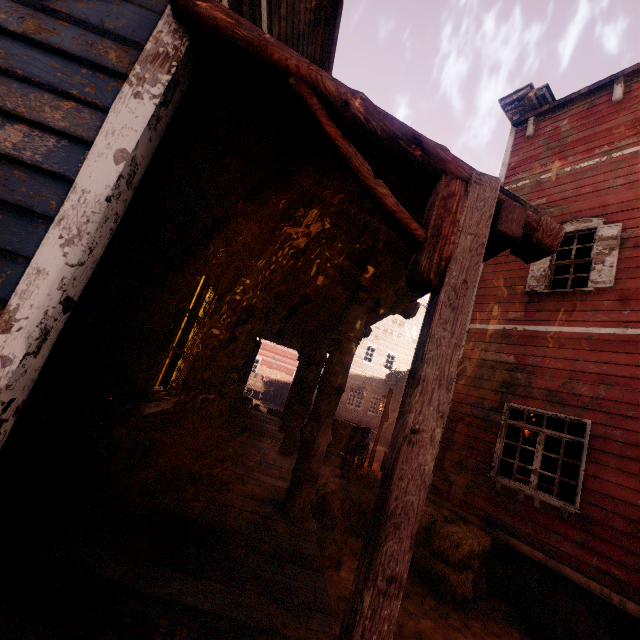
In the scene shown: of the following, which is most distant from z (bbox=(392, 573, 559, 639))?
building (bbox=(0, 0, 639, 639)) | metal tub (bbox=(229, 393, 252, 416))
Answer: metal tub (bbox=(229, 393, 252, 416))

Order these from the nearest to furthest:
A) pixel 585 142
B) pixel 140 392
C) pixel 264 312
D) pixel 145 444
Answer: pixel 140 392
pixel 145 444
pixel 585 142
pixel 264 312

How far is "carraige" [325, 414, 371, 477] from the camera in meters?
10.3

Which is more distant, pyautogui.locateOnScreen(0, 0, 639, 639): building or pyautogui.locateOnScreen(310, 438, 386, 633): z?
pyautogui.locateOnScreen(310, 438, 386, 633): z

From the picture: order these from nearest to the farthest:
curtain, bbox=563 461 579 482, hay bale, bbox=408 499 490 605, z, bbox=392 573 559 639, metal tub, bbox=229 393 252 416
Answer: z, bbox=392 573 559 639 → hay bale, bbox=408 499 490 605 → curtain, bbox=563 461 579 482 → metal tub, bbox=229 393 252 416

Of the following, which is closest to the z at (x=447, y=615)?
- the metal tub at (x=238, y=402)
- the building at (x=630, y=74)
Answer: the building at (x=630, y=74)

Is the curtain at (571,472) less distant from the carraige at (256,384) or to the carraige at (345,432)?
the carraige at (345,432)

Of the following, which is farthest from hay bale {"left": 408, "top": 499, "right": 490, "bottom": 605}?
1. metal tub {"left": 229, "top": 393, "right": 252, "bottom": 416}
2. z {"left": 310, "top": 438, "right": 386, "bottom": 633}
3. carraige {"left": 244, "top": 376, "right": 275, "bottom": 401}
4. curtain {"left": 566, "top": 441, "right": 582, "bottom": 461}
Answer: carraige {"left": 244, "top": 376, "right": 275, "bottom": 401}
